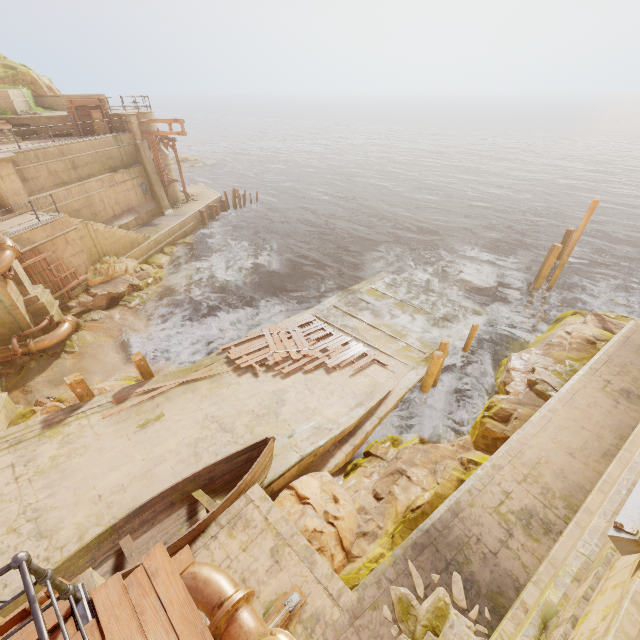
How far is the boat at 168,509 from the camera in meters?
6.1

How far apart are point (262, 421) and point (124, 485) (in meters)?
3.87

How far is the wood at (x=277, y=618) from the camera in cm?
508

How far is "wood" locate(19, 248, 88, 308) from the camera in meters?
14.3 m

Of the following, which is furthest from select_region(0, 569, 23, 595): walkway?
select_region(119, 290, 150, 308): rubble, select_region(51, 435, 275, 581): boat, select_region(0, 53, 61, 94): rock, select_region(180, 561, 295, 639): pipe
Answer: select_region(0, 53, 61, 94): rock

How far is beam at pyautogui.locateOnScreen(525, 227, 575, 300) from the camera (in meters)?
18.22

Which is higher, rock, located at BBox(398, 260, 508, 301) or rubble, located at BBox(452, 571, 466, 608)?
rubble, located at BBox(452, 571, 466, 608)

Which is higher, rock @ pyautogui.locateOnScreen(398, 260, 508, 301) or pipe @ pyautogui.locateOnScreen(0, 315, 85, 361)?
pipe @ pyautogui.locateOnScreen(0, 315, 85, 361)
